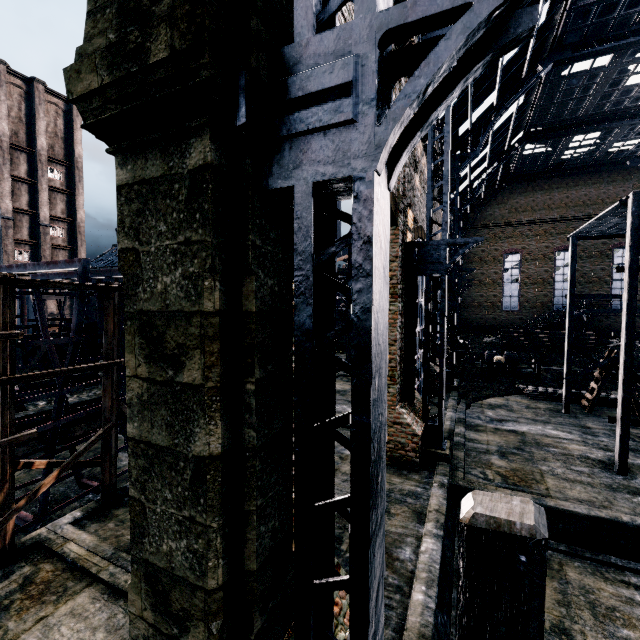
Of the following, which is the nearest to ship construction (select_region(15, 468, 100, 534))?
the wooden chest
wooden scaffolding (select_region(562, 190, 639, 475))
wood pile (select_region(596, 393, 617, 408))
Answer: wooden scaffolding (select_region(562, 190, 639, 475))

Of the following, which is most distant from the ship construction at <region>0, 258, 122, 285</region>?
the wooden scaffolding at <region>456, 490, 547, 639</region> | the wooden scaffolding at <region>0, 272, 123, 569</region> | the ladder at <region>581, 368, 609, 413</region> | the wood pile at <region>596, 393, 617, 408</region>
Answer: the wood pile at <region>596, 393, 617, 408</region>

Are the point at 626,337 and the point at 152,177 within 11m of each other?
no

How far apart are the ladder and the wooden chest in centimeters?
1188cm

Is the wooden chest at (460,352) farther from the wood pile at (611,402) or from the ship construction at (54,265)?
the ship construction at (54,265)

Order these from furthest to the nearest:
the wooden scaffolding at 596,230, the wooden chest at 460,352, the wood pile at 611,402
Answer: the wooden chest at 460,352 < the wood pile at 611,402 < the wooden scaffolding at 596,230

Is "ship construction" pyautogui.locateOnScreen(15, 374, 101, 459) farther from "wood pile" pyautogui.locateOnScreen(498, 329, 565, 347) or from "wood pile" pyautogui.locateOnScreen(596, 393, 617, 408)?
"wood pile" pyautogui.locateOnScreen(498, 329, 565, 347)

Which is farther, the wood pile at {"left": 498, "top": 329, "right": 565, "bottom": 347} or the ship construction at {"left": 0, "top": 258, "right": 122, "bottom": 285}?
the wood pile at {"left": 498, "top": 329, "right": 565, "bottom": 347}
